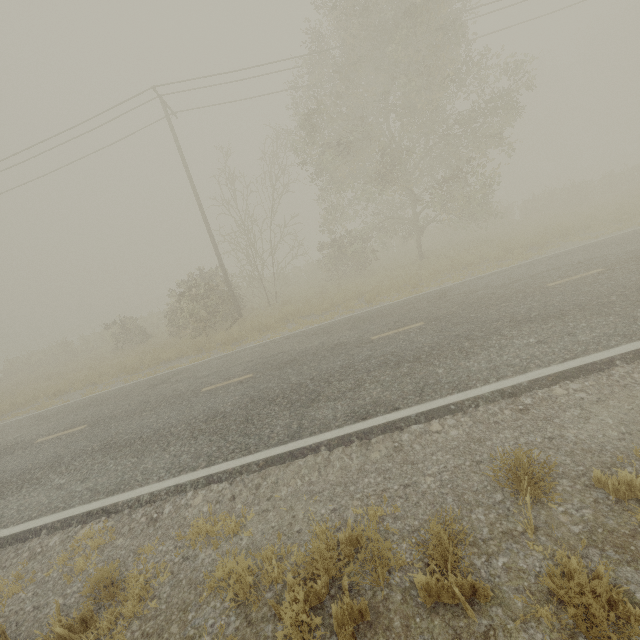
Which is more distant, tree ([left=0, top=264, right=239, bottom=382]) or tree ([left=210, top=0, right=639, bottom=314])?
tree ([left=0, top=264, right=239, bottom=382])

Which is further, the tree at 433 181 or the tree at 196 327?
the tree at 196 327

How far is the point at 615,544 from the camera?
2.9m
